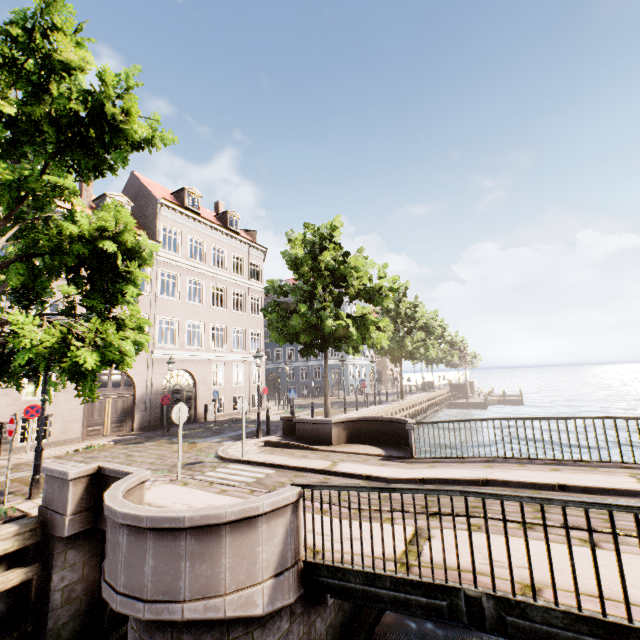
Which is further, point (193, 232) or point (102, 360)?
point (193, 232)

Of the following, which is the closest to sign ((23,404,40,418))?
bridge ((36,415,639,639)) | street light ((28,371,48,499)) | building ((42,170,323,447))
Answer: street light ((28,371,48,499))

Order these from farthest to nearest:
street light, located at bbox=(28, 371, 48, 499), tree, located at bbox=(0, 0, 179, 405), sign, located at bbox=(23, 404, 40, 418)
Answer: sign, located at bbox=(23, 404, 40, 418) < street light, located at bbox=(28, 371, 48, 499) < tree, located at bbox=(0, 0, 179, 405)

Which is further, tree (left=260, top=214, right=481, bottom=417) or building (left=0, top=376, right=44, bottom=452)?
tree (left=260, top=214, right=481, bottom=417)

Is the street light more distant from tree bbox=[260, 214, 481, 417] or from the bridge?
the bridge

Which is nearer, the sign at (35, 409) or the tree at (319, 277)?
the sign at (35, 409)

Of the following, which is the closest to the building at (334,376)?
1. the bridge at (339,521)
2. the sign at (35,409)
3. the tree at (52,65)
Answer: the sign at (35,409)

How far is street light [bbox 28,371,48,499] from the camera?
7.5 meters
